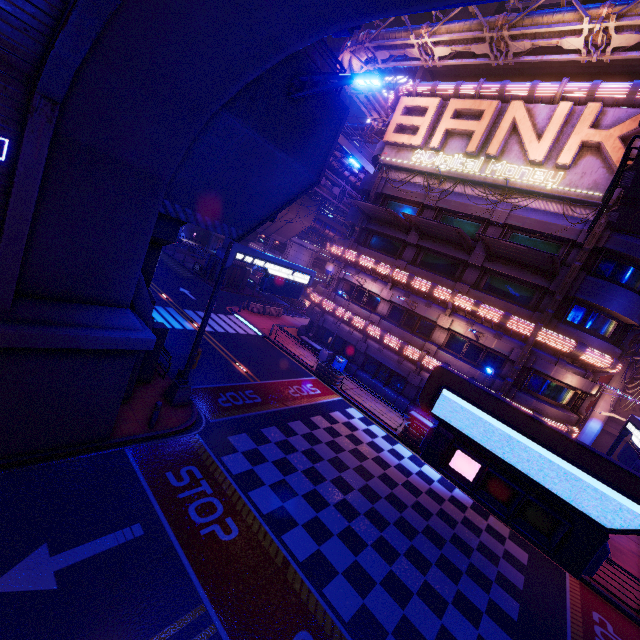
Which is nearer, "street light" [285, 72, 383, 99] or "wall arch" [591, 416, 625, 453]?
"street light" [285, 72, 383, 99]

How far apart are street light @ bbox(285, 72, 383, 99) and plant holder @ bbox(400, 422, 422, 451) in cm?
1716

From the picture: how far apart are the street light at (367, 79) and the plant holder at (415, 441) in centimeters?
1716cm

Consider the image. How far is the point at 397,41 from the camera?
22.5m

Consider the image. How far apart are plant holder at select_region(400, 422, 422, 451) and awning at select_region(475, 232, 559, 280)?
11.50m

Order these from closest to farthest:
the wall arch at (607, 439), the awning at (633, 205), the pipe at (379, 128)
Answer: the awning at (633, 205) < the pipe at (379, 128) < the wall arch at (607, 439)

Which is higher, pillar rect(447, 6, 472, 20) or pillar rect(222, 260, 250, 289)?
pillar rect(447, 6, 472, 20)

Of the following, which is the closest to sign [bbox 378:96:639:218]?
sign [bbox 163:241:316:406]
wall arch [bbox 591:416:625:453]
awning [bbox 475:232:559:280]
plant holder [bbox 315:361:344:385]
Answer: awning [bbox 475:232:559:280]
